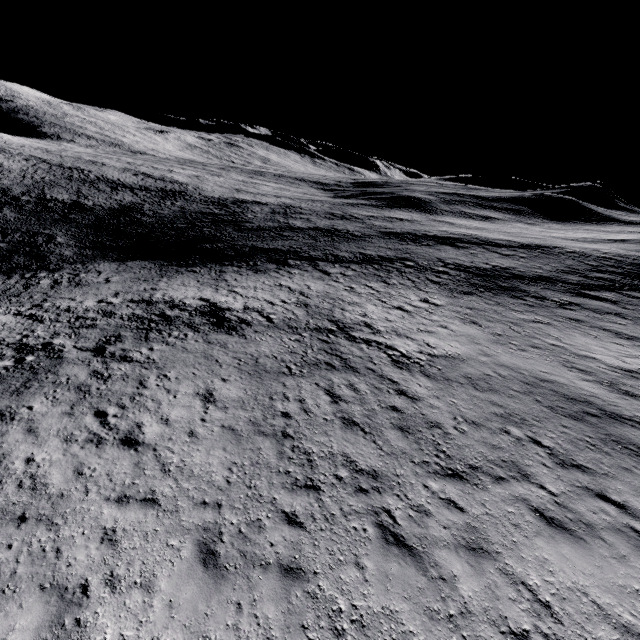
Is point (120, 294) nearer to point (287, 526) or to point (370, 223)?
point (287, 526)
